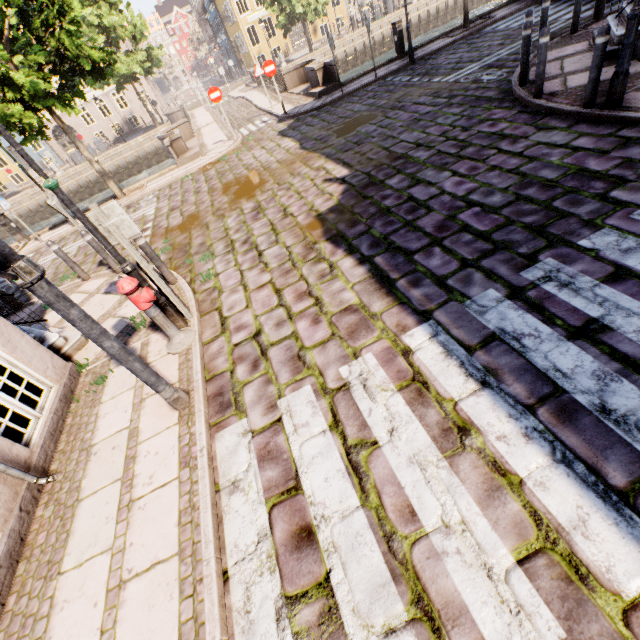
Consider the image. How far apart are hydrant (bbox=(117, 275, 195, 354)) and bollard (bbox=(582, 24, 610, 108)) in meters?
7.6

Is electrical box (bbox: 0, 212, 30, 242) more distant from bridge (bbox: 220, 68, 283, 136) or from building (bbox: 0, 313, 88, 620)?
building (bbox: 0, 313, 88, 620)

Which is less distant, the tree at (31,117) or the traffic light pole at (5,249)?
the traffic light pole at (5,249)

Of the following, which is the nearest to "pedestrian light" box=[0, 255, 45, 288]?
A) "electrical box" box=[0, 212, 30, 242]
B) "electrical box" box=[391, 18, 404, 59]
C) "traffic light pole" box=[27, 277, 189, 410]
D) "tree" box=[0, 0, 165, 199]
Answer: "traffic light pole" box=[27, 277, 189, 410]

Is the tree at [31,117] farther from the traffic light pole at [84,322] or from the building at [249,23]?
the traffic light pole at [84,322]

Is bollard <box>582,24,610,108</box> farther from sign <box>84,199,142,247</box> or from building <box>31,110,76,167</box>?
building <box>31,110,76,167</box>

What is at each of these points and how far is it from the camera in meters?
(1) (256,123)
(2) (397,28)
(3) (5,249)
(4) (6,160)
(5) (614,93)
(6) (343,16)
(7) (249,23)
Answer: (1) bridge, 15.5
(2) electrical box, 13.4
(3) traffic light pole, 2.3
(4) building, 33.8
(5) street light, 5.1
(6) building, 36.6
(7) building, 34.3

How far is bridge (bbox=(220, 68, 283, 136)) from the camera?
15.20m
